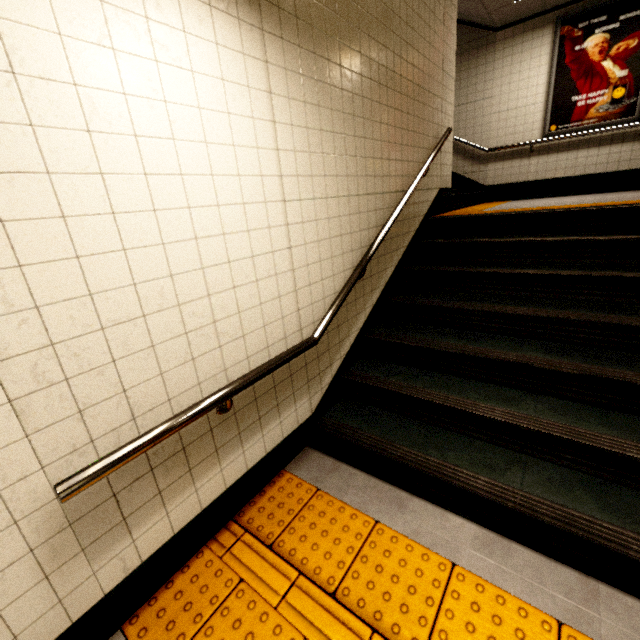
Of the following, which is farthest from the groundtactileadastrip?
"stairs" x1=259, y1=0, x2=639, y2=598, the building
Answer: the building

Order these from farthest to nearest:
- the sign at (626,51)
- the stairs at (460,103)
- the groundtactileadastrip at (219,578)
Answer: the stairs at (460,103)
the sign at (626,51)
the groundtactileadastrip at (219,578)

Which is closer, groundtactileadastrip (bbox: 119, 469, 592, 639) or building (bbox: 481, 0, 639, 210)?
groundtactileadastrip (bbox: 119, 469, 592, 639)

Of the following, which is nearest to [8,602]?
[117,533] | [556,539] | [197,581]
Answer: [117,533]

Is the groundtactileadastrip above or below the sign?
below

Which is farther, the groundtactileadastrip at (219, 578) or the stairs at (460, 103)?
the stairs at (460, 103)

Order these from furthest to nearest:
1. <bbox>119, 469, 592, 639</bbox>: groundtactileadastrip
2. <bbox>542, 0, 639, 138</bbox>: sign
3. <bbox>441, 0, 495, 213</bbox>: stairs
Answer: <bbox>441, 0, 495, 213</bbox>: stairs
<bbox>542, 0, 639, 138</bbox>: sign
<bbox>119, 469, 592, 639</bbox>: groundtactileadastrip

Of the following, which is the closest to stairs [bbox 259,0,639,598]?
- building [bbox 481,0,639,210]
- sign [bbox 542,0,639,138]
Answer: building [bbox 481,0,639,210]
